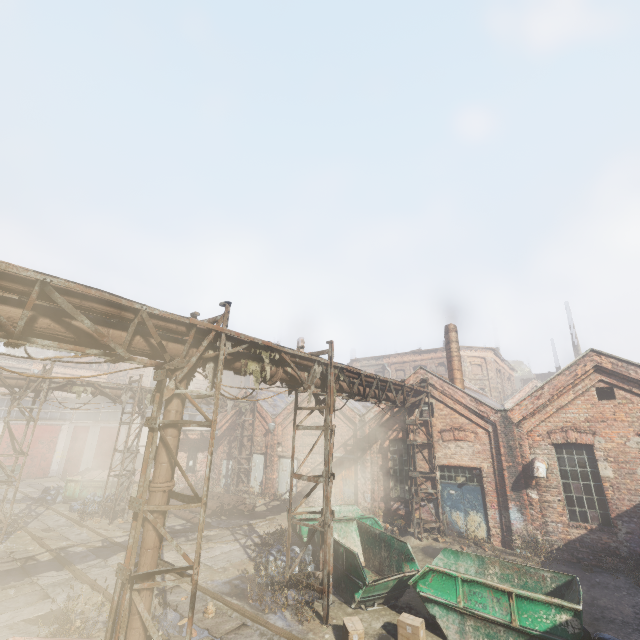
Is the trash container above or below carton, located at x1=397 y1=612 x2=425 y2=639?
above

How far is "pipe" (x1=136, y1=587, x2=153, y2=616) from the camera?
5.21m

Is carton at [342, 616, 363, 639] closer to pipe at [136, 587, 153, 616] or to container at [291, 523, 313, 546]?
container at [291, 523, 313, 546]

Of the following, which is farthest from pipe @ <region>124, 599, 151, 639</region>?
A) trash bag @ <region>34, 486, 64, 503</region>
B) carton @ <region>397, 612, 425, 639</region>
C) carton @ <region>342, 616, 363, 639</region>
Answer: trash bag @ <region>34, 486, 64, 503</region>

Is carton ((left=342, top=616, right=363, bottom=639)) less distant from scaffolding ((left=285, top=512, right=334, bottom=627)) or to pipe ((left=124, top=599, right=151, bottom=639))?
scaffolding ((left=285, top=512, right=334, bottom=627))

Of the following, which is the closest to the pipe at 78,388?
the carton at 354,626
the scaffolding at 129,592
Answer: the scaffolding at 129,592

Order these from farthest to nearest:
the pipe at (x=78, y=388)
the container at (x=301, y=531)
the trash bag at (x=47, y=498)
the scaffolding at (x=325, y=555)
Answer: the trash bag at (x=47, y=498), the pipe at (x=78, y=388), the container at (x=301, y=531), the scaffolding at (x=325, y=555)

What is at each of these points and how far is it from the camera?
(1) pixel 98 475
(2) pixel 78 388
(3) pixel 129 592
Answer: (1) trash container, 19.52m
(2) pipe, 15.16m
(3) scaffolding, 5.05m
